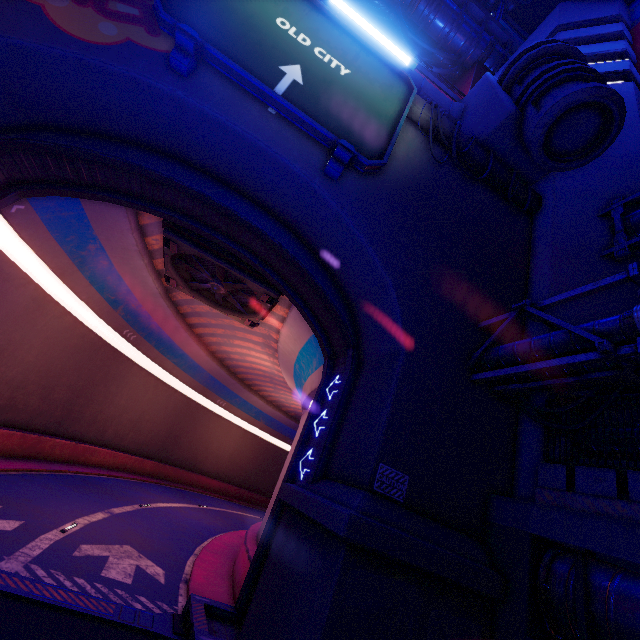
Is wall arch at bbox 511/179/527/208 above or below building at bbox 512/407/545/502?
above

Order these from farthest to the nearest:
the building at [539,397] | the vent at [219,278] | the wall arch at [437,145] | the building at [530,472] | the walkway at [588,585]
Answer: the vent at [219,278]
the wall arch at [437,145]
the building at [539,397]
the building at [530,472]
the walkway at [588,585]

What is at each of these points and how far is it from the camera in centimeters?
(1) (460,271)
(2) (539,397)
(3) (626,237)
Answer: (1) wall arch, 1122cm
(2) building, 990cm
(3) pipe, 1126cm

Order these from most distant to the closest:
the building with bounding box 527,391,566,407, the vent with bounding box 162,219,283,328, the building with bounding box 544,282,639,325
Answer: the vent with bounding box 162,219,283,328 → the building with bounding box 544,282,639,325 → the building with bounding box 527,391,566,407

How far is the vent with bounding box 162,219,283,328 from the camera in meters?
13.6

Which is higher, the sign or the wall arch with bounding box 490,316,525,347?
the sign

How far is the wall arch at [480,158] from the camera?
13.3 meters

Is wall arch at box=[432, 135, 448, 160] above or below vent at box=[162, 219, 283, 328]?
above
